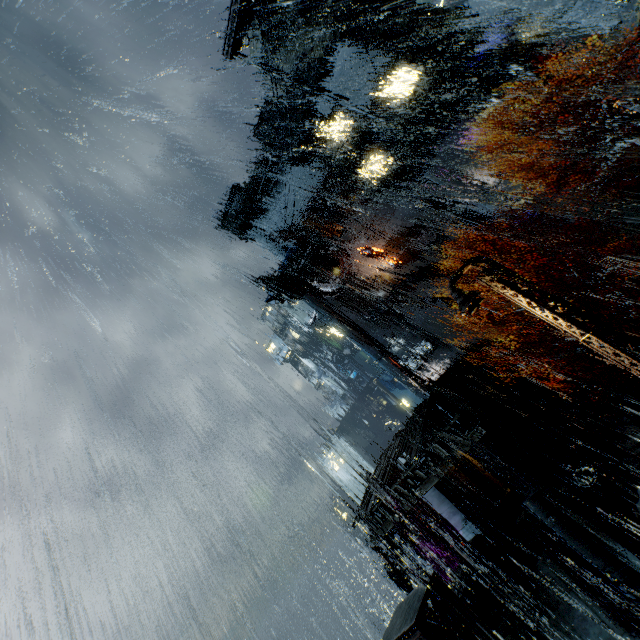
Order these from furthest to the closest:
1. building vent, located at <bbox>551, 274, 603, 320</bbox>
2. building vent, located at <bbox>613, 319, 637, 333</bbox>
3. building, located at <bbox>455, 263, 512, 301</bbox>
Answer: building, located at <bbox>455, 263, 512, 301</bbox>, building vent, located at <bbox>551, 274, 603, 320</bbox>, building vent, located at <bbox>613, 319, 637, 333</bbox>

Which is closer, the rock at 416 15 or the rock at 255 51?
the rock at 416 15

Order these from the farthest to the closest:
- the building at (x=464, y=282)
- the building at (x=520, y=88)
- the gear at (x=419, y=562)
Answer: the building at (x=464, y=282), the building at (x=520, y=88), the gear at (x=419, y=562)

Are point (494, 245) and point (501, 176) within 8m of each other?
yes

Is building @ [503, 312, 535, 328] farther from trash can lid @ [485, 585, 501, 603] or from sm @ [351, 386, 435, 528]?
trash can lid @ [485, 585, 501, 603]

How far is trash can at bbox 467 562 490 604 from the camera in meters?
16.3 m

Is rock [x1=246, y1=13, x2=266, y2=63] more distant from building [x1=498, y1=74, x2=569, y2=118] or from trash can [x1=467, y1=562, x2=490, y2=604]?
trash can [x1=467, y1=562, x2=490, y2=604]

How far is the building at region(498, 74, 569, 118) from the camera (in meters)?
31.30
